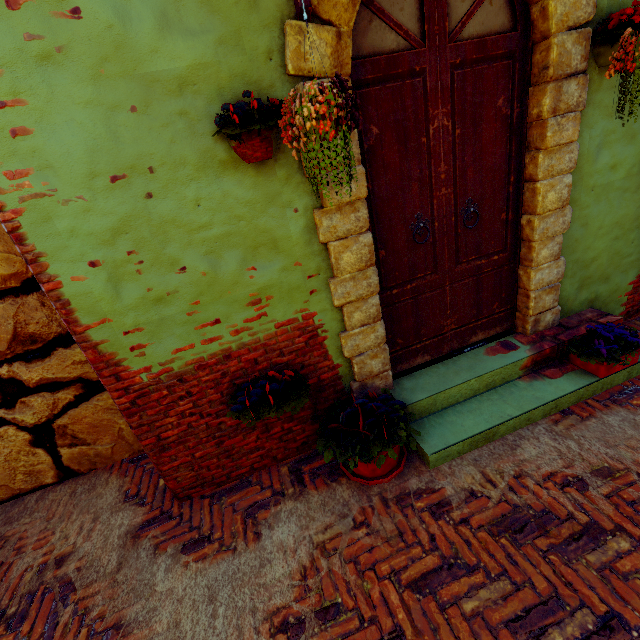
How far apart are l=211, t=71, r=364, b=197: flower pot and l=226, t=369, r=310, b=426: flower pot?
1.3 meters

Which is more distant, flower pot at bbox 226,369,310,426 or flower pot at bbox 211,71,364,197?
flower pot at bbox 226,369,310,426

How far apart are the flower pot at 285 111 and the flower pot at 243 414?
1.33m

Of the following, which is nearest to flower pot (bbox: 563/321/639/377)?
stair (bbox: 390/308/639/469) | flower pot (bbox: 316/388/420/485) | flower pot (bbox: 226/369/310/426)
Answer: stair (bbox: 390/308/639/469)

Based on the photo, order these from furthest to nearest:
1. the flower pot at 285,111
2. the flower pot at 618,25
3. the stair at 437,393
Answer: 1. the stair at 437,393
2. the flower pot at 618,25
3. the flower pot at 285,111

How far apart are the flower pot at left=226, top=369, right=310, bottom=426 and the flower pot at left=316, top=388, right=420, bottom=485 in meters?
0.3 m

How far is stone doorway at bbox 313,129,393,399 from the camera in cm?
207

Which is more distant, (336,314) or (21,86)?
(336,314)
